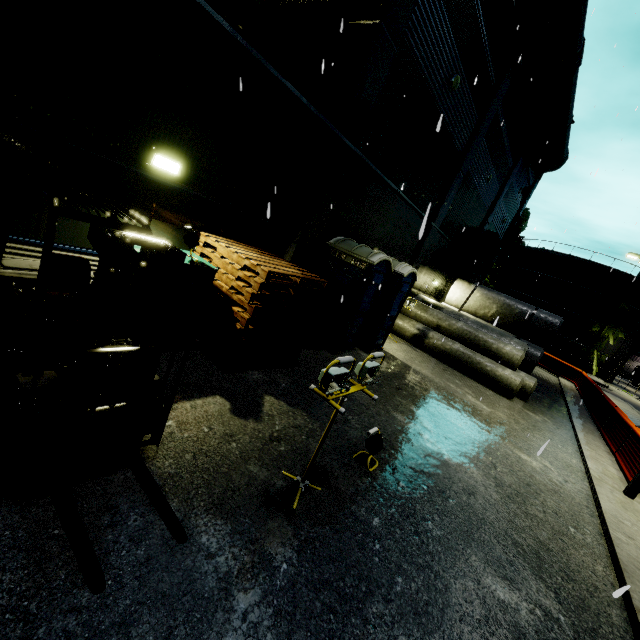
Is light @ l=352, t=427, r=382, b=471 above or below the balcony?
below

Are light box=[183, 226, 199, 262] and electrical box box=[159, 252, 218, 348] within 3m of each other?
yes

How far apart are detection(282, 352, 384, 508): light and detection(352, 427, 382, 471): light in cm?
Answer: 99

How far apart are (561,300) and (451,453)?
43.1m

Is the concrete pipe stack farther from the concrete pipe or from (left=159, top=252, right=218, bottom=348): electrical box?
(left=159, top=252, right=218, bottom=348): electrical box

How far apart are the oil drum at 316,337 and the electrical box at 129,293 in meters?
2.2 m

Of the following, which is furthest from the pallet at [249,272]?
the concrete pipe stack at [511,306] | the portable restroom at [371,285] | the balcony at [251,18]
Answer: the concrete pipe stack at [511,306]

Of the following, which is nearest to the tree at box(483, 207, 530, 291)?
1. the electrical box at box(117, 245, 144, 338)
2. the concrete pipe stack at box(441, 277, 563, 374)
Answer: the concrete pipe stack at box(441, 277, 563, 374)
